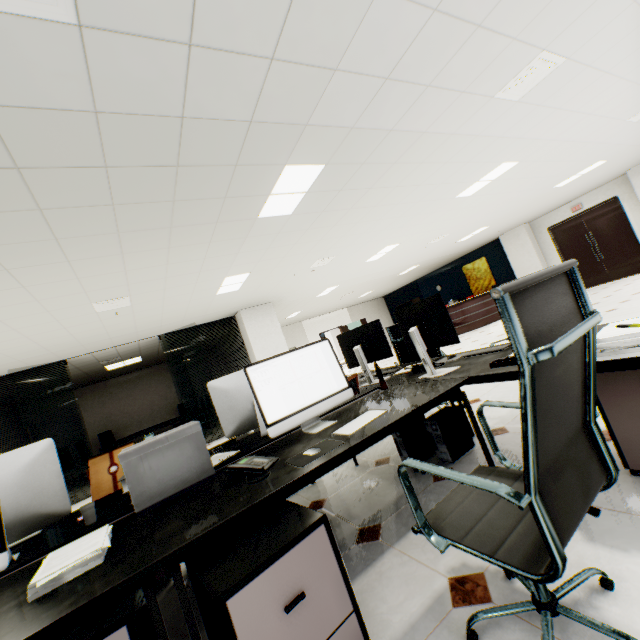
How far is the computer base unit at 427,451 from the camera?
2.6m

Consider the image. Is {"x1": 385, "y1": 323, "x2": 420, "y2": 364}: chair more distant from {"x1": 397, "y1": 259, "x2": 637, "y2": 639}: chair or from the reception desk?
the reception desk

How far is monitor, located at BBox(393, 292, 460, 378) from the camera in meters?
2.1

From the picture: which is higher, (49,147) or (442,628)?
(49,147)

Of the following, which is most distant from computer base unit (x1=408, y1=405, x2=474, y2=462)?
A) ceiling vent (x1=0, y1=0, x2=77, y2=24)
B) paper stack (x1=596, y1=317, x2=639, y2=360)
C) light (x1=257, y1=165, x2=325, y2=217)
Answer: ceiling vent (x1=0, y1=0, x2=77, y2=24)

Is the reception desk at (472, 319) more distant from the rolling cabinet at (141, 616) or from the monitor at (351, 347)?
the rolling cabinet at (141, 616)

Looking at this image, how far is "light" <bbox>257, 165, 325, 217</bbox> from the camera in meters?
3.3 m

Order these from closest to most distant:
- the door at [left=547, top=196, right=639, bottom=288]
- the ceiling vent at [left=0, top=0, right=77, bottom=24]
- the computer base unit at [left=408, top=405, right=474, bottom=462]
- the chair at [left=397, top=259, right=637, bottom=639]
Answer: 1. the chair at [left=397, top=259, right=637, bottom=639]
2. the ceiling vent at [left=0, top=0, right=77, bottom=24]
3. the computer base unit at [left=408, top=405, right=474, bottom=462]
4. the door at [left=547, top=196, right=639, bottom=288]
